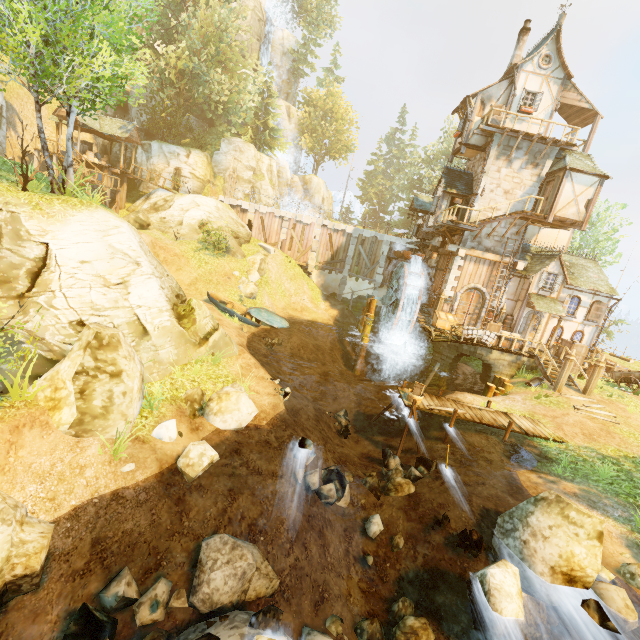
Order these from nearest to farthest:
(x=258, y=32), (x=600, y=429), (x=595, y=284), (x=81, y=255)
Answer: (x=81, y=255) → (x=600, y=429) → (x=595, y=284) → (x=258, y=32)

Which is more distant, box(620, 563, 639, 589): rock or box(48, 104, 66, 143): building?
box(48, 104, 66, 143): building

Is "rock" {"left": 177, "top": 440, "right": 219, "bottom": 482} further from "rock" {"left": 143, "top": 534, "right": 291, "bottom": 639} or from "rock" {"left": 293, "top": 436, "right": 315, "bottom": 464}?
"rock" {"left": 293, "top": 436, "right": 315, "bottom": 464}

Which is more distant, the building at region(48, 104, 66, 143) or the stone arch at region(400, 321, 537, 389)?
the building at region(48, 104, 66, 143)

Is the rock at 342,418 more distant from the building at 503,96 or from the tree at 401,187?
the building at 503,96

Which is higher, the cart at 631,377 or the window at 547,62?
the window at 547,62

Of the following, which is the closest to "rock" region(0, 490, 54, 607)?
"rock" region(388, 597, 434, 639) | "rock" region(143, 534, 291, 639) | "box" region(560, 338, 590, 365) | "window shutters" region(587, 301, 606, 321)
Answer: "rock" region(143, 534, 291, 639)

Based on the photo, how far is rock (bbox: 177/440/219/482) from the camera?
8.0 meters
